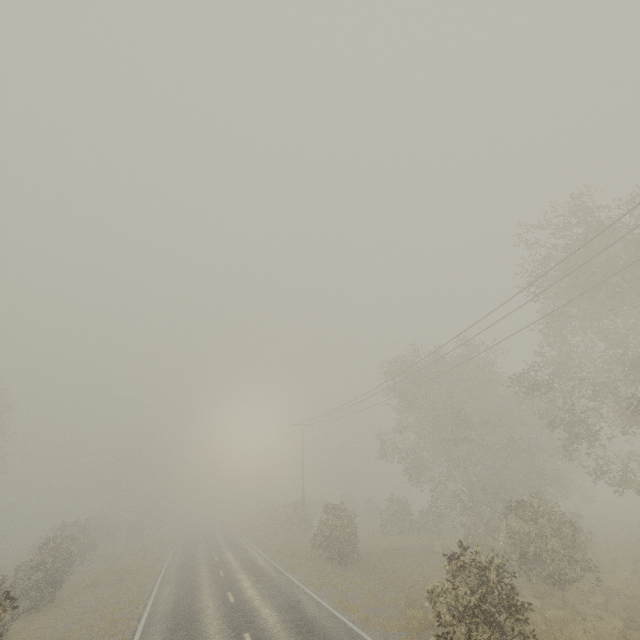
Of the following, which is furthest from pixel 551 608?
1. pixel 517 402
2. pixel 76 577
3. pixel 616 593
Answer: pixel 76 577
